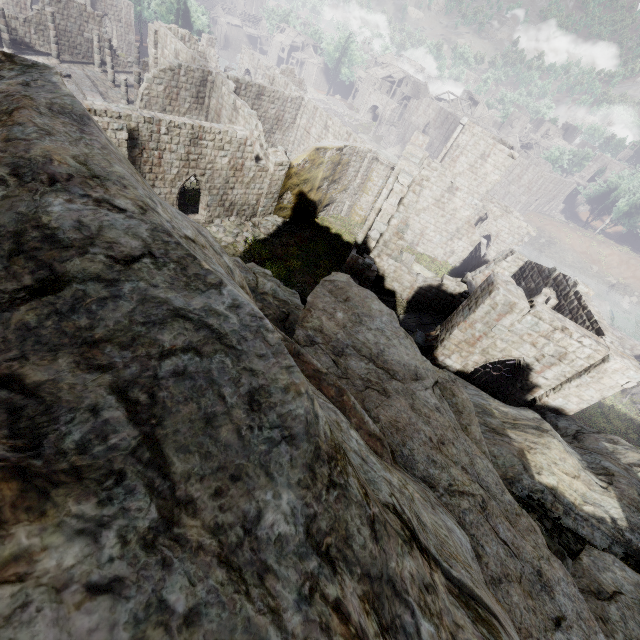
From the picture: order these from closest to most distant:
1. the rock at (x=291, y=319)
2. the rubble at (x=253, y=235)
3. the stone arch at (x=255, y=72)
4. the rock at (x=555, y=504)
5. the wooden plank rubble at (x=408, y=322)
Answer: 1. the rock at (x=555, y=504)
2. the rock at (x=291, y=319)
3. the wooden plank rubble at (x=408, y=322)
4. the rubble at (x=253, y=235)
5. the stone arch at (x=255, y=72)

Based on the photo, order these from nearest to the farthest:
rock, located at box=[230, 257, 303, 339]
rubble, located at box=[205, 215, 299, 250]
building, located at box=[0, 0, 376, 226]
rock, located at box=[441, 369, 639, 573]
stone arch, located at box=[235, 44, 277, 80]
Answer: rock, located at box=[441, 369, 639, 573] → rock, located at box=[230, 257, 303, 339] → building, located at box=[0, 0, 376, 226] → rubble, located at box=[205, 215, 299, 250] → stone arch, located at box=[235, 44, 277, 80]

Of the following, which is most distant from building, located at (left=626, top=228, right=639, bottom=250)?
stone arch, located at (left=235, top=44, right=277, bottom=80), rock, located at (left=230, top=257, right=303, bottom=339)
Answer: stone arch, located at (left=235, top=44, right=277, bottom=80)

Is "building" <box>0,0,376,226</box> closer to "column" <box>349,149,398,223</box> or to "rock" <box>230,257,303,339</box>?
"column" <box>349,149,398,223</box>

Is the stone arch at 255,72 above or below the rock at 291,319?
below

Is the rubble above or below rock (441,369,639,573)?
below

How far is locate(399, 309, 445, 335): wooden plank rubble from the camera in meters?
20.8 m

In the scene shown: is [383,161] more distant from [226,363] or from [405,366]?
[226,363]
